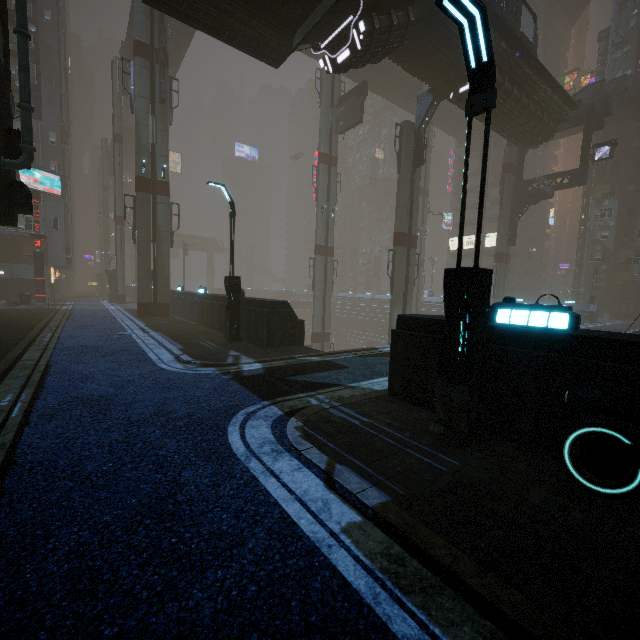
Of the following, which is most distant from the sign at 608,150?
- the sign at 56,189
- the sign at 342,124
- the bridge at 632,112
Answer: the sign at 56,189

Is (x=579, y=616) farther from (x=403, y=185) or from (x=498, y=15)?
(x=498, y=15)

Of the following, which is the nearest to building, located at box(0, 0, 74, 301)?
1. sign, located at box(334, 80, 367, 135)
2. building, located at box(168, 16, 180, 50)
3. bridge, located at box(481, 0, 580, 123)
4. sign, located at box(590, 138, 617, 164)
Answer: bridge, located at box(481, 0, 580, 123)

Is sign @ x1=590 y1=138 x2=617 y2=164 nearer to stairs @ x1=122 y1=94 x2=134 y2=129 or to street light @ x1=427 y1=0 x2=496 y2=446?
street light @ x1=427 y1=0 x2=496 y2=446

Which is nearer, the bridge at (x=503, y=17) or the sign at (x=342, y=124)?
the bridge at (x=503, y=17)

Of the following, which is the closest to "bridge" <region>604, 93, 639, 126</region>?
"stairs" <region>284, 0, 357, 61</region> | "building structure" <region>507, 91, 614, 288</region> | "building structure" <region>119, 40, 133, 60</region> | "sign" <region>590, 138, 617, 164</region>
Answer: "building structure" <region>507, 91, 614, 288</region>

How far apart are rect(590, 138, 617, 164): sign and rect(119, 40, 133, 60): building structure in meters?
46.3

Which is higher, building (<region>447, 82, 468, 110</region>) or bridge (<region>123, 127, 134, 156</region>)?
bridge (<region>123, 127, 134, 156</region>)
